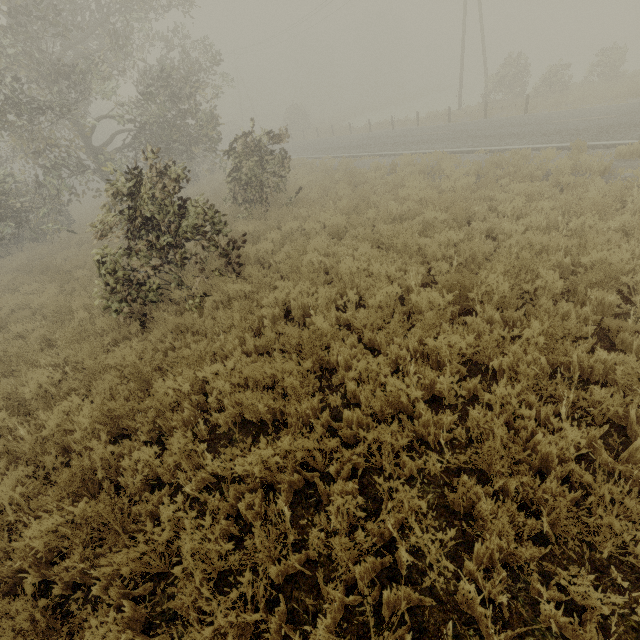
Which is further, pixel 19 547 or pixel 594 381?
pixel 594 381
